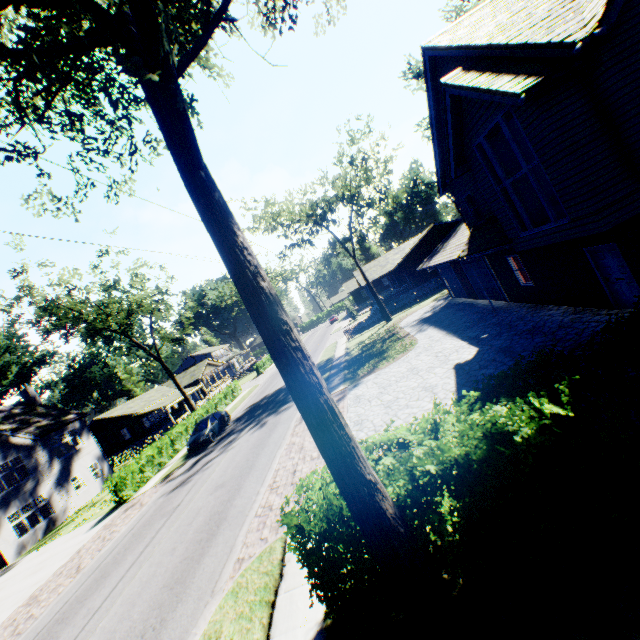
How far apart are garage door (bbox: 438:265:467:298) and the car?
20.9m

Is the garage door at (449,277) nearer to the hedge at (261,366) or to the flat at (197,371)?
the hedge at (261,366)

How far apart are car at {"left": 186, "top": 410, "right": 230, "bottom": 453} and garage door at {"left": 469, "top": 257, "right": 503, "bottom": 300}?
20.83m

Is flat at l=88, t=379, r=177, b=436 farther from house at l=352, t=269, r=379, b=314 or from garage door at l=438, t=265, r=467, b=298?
garage door at l=438, t=265, r=467, b=298

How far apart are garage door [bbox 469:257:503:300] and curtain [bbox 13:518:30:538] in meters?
35.9 m

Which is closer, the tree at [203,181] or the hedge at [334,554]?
the tree at [203,181]

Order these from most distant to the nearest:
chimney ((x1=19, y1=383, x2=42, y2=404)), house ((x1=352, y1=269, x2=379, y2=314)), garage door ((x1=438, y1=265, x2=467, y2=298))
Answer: house ((x1=352, y1=269, x2=379, y2=314)) → chimney ((x1=19, y1=383, x2=42, y2=404)) → garage door ((x1=438, y1=265, x2=467, y2=298))

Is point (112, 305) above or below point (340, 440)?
above
